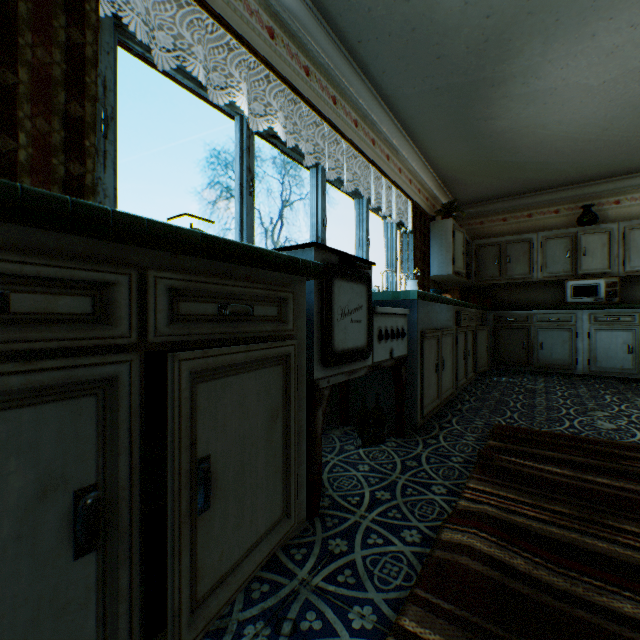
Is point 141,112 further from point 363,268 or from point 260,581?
point 260,581

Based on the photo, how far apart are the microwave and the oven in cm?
442

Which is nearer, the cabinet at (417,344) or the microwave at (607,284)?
the cabinet at (417,344)

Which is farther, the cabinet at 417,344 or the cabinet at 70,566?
the cabinet at 417,344

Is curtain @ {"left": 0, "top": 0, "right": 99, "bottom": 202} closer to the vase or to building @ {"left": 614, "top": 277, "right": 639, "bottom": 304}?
building @ {"left": 614, "top": 277, "right": 639, "bottom": 304}

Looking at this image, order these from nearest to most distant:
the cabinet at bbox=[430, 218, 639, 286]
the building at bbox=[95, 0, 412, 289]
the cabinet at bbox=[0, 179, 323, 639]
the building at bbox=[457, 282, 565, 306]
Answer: the cabinet at bbox=[0, 179, 323, 639]
the building at bbox=[95, 0, 412, 289]
the cabinet at bbox=[430, 218, 639, 286]
the building at bbox=[457, 282, 565, 306]

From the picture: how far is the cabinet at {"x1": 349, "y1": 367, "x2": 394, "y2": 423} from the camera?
2.6m

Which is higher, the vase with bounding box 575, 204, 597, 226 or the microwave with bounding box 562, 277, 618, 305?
the vase with bounding box 575, 204, 597, 226
